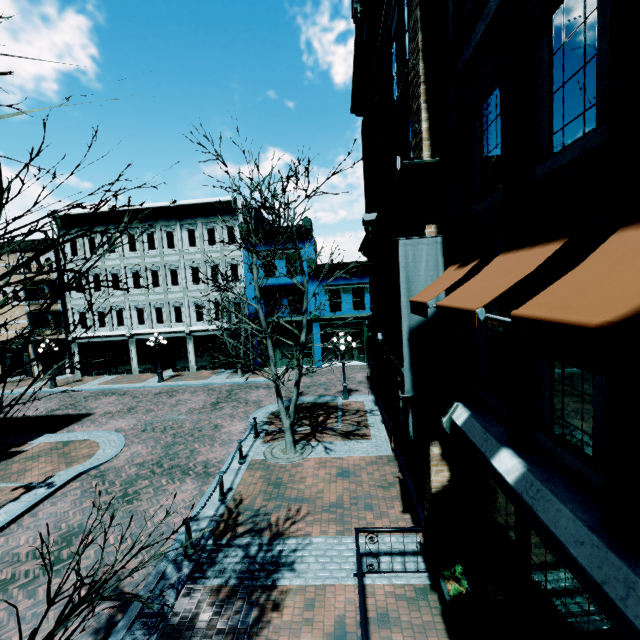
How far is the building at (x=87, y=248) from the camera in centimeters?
2606cm

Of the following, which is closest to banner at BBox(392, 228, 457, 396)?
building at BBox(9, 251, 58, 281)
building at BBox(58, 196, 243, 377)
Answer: building at BBox(58, 196, 243, 377)

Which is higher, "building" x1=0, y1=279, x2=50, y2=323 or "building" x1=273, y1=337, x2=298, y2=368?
"building" x1=0, y1=279, x2=50, y2=323

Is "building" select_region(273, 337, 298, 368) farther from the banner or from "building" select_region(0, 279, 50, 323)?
"building" select_region(0, 279, 50, 323)

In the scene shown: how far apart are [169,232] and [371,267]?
18.2 meters

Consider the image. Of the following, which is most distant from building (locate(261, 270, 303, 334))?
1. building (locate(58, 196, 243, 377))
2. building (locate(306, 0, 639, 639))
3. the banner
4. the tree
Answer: the tree

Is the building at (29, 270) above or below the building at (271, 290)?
above

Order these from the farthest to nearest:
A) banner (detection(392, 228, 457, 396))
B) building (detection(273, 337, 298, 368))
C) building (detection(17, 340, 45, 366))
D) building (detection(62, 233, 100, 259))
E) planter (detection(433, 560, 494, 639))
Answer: building (detection(17, 340, 45, 366)) → building (detection(62, 233, 100, 259)) → building (detection(273, 337, 298, 368)) → banner (detection(392, 228, 457, 396)) → planter (detection(433, 560, 494, 639))
